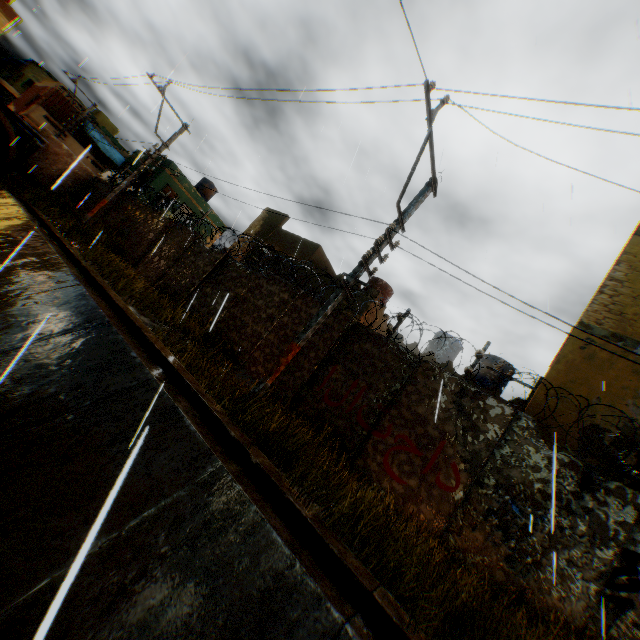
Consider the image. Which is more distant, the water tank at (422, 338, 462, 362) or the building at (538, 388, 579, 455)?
the water tank at (422, 338, 462, 362)

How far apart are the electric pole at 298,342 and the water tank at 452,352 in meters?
11.5

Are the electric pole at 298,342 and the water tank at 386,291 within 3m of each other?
no

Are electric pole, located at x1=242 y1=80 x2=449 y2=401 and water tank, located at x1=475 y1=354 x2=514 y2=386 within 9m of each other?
no

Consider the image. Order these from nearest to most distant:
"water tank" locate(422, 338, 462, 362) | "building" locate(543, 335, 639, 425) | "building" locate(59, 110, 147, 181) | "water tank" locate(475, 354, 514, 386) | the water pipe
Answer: "building" locate(543, 335, 639, 425)
the water pipe
"water tank" locate(475, 354, 514, 386)
"water tank" locate(422, 338, 462, 362)
"building" locate(59, 110, 147, 181)

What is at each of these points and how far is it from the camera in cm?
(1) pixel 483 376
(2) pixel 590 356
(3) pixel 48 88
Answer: (1) water tank, 1619
(2) building, 754
(3) building, 2870

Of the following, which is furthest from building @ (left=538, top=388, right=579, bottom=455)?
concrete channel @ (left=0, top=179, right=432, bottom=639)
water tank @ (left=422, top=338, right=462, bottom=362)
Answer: water tank @ (left=422, top=338, right=462, bottom=362)

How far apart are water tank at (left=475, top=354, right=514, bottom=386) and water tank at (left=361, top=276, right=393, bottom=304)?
5.8m
